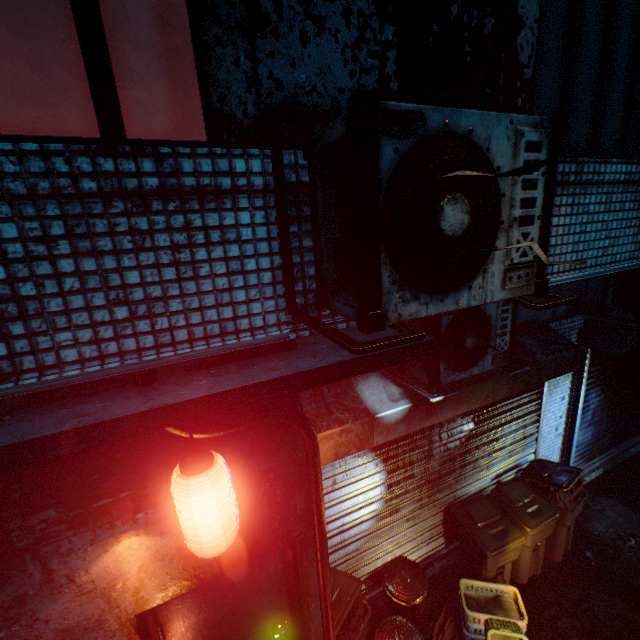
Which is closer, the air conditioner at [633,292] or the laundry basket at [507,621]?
the laundry basket at [507,621]

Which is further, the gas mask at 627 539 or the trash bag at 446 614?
the gas mask at 627 539

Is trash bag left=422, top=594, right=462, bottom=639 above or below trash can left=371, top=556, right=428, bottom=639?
below

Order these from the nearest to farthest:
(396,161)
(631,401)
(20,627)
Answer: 1. (396,161)
2. (20,627)
3. (631,401)

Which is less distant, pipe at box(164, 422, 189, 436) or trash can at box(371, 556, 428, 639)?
pipe at box(164, 422, 189, 436)

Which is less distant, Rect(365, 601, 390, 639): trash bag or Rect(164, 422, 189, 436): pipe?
Rect(164, 422, 189, 436): pipe

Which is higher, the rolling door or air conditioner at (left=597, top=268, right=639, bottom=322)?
air conditioner at (left=597, top=268, right=639, bottom=322)

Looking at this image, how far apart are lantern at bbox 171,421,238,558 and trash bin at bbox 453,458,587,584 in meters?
3.1 m
